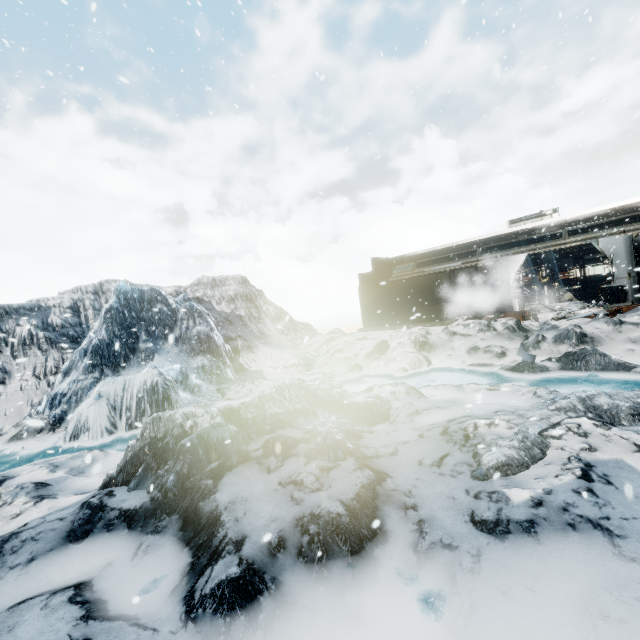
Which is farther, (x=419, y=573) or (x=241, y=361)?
(x=241, y=361)
